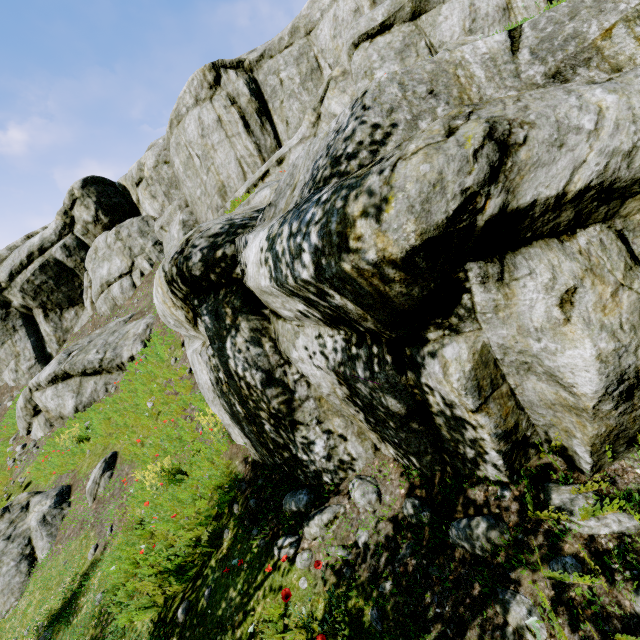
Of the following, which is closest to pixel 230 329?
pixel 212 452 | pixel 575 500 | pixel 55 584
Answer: pixel 212 452

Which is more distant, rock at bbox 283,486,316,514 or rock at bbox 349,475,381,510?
rock at bbox 283,486,316,514

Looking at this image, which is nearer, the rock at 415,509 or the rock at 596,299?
the rock at 596,299

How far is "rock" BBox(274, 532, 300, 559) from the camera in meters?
4.5

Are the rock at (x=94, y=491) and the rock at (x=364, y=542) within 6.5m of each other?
no

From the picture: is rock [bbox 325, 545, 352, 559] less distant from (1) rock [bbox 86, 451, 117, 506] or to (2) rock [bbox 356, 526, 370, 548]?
(2) rock [bbox 356, 526, 370, 548]

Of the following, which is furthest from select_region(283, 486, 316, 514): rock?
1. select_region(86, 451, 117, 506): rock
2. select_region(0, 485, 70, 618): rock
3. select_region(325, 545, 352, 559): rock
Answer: select_region(0, 485, 70, 618): rock
